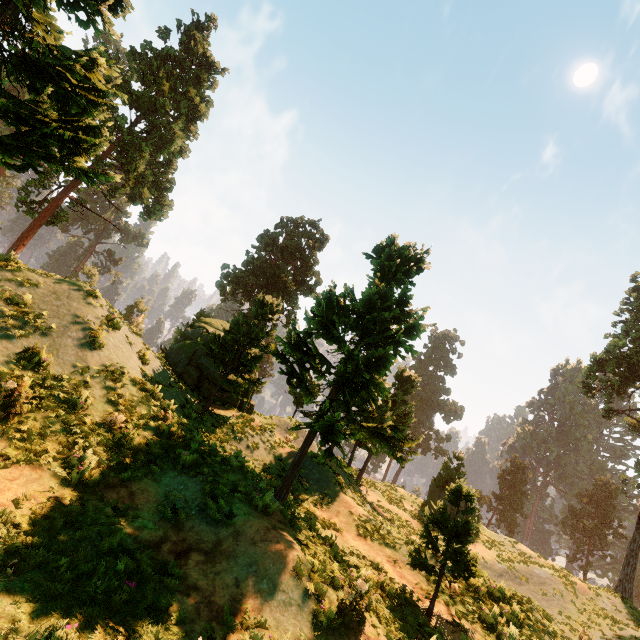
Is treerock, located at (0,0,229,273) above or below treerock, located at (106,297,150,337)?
above

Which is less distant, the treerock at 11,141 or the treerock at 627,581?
the treerock at 11,141

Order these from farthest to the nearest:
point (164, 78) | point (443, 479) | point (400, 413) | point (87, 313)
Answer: point (443, 479), point (400, 413), point (164, 78), point (87, 313)

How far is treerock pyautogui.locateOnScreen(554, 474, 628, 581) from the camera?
52.0 meters

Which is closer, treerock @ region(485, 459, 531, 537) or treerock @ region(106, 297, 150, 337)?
treerock @ region(106, 297, 150, 337)

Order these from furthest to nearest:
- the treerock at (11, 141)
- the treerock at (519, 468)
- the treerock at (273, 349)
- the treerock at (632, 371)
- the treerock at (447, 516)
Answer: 1. the treerock at (519, 468)
2. the treerock at (632, 371)
3. the treerock at (273, 349)
4. the treerock at (447, 516)
5. the treerock at (11, 141)

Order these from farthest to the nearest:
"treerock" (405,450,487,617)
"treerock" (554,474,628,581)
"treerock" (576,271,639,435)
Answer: "treerock" (554,474,628,581) → "treerock" (576,271,639,435) → "treerock" (405,450,487,617)
